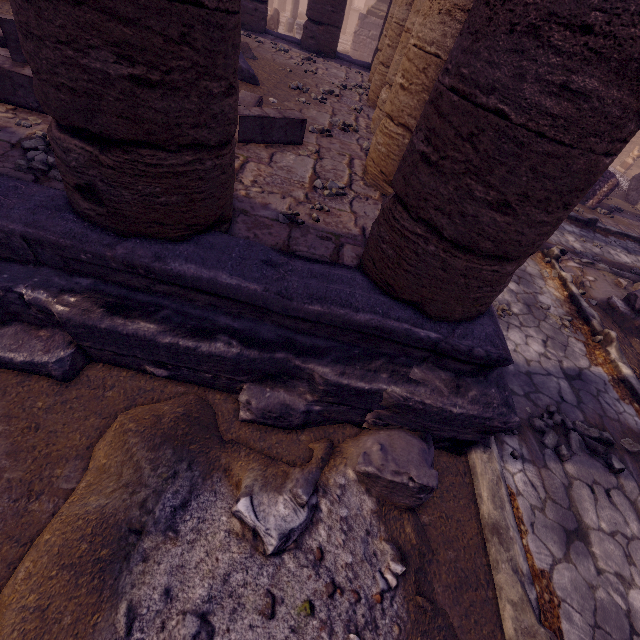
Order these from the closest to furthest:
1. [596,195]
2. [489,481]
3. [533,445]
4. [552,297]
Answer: [489,481] < [533,445] < [552,297] < [596,195]

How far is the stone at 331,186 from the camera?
3.41m

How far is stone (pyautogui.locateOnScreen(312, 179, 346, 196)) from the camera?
3.41m

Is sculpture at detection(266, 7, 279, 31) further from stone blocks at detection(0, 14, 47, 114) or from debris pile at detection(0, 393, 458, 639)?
debris pile at detection(0, 393, 458, 639)

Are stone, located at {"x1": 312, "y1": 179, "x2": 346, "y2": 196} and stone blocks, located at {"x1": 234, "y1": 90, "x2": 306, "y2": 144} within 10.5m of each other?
yes

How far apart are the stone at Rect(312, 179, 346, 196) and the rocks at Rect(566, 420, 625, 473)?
3.6m

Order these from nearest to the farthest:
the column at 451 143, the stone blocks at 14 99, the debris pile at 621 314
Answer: the column at 451 143 → the stone blocks at 14 99 → the debris pile at 621 314

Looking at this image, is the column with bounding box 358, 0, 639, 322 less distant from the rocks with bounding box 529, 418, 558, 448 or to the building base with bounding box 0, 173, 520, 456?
the building base with bounding box 0, 173, 520, 456
